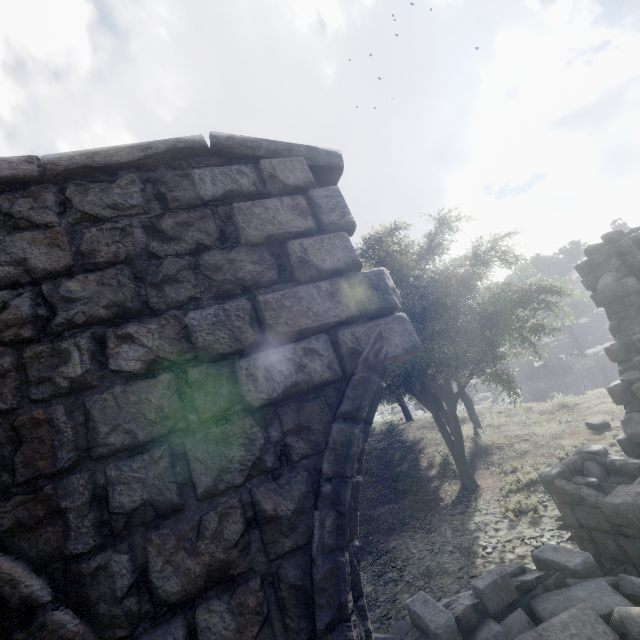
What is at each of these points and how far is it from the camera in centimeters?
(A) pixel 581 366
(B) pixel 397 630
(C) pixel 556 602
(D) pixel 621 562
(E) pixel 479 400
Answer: (A) rubble, 4334cm
(B) rubble, 589cm
(C) rubble, 443cm
(D) building, 534cm
(E) rock, 5000cm

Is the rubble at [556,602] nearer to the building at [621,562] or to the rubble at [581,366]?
the building at [621,562]

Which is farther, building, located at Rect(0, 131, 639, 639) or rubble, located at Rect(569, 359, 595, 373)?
rubble, located at Rect(569, 359, 595, 373)

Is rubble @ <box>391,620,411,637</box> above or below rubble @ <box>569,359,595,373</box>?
above

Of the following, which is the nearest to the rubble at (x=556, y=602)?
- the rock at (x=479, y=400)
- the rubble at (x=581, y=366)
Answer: the rock at (x=479, y=400)

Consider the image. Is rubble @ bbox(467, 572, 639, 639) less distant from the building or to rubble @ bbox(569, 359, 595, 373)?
the building

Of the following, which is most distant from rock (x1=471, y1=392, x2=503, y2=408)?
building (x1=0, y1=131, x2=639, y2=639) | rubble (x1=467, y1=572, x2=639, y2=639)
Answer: rubble (x1=467, y1=572, x2=639, y2=639)

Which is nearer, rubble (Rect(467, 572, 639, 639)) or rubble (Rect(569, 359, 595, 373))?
rubble (Rect(467, 572, 639, 639))
